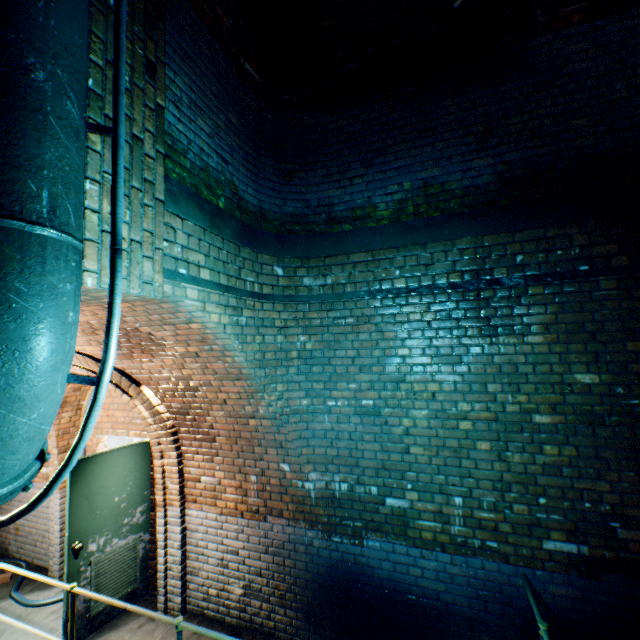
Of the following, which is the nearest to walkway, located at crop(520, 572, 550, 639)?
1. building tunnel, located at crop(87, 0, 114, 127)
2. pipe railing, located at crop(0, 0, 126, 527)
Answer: building tunnel, located at crop(87, 0, 114, 127)

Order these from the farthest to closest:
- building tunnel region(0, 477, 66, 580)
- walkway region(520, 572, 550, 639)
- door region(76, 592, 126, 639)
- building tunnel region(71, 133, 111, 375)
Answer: building tunnel region(0, 477, 66, 580) < door region(76, 592, 126, 639) < walkway region(520, 572, 550, 639) < building tunnel region(71, 133, 111, 375)

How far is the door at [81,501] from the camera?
3.8 meters

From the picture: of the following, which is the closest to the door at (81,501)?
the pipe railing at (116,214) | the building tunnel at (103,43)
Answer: the building tunnel at (103,43)

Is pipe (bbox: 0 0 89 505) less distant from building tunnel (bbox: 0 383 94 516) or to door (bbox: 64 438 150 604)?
building tunnel (bbox: 0 383 94 516)

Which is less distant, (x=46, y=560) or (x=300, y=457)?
(x=300, y=457)

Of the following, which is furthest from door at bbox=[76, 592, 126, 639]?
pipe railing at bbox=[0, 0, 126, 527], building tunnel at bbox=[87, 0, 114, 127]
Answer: pipe railing at bbox=[0, 0, 126, 527]

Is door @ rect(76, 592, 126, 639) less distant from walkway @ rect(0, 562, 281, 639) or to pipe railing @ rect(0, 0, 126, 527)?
walkway @ rect(0, 562, 281, 639)
